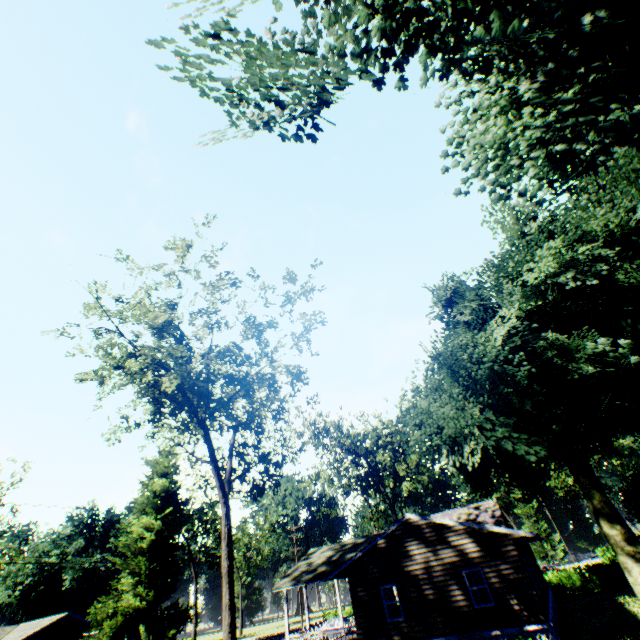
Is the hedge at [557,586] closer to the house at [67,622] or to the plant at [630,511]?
the plant at [630,511]

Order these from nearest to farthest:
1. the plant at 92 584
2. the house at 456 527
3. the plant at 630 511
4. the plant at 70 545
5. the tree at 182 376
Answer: the house at 456 527 < the tree at 182 376 < the plant at 92 584 < the plant at 630 511 < the plant at 70 545

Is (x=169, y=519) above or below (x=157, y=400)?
below

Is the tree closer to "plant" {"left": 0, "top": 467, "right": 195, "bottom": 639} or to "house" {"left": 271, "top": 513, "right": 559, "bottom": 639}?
"house" {"left": 271, "top": 513, "right": 559, "bottom": 639}

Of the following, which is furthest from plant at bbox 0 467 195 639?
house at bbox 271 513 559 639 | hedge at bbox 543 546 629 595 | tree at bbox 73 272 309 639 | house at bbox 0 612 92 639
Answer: house at bbox 0 612 92 639

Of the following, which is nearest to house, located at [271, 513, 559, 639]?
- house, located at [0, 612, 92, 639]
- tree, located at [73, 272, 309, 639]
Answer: tree, located at [73, 272, 309, 639]

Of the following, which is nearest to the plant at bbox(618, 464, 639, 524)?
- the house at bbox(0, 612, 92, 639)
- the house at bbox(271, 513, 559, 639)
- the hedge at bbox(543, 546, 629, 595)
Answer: the hedge at bbox(543, 546, 629, 595)

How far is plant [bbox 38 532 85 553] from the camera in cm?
5616
